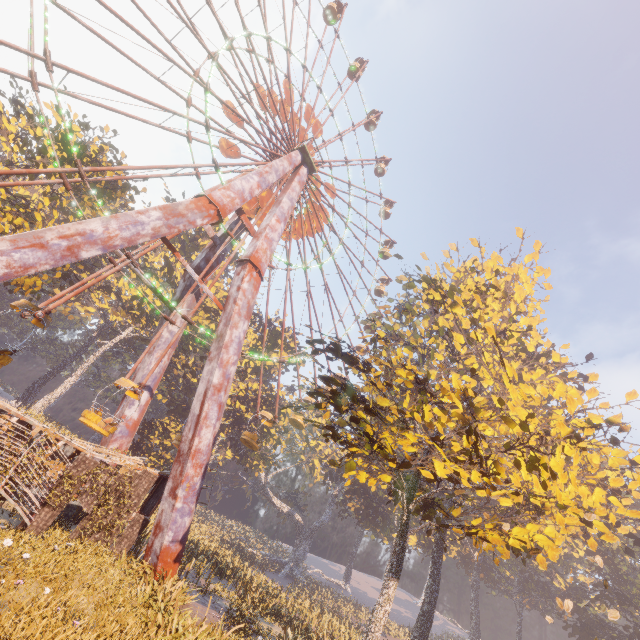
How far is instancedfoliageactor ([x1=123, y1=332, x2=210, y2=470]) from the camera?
34.0m

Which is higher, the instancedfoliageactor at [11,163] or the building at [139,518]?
the instancedfoliageactor at [11,163]

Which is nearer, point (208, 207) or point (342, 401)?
point (342, 401)

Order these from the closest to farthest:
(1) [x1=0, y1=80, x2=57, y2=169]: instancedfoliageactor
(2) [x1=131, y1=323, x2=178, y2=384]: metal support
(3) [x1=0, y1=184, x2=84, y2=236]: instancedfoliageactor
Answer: (3) [x1=0, y1=184, x2=84, y2=236]: instancedfoliageactor < (1) [x1=0, y1=80, x2=57, y2=169]: instancedfoliageactor < (2) [x1=131, y1=323, x2=178, y2=384]: metal support

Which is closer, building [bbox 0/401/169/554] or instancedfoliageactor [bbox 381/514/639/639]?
building [bbox 0/401/169/554]

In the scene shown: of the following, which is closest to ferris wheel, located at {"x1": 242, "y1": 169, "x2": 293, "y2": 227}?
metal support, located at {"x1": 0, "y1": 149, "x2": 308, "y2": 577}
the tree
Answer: metal support, located at {"x1": 0, "y1": 149, "x2": 308, "y2": 577}

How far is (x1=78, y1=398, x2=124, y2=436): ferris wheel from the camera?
15.2 meters

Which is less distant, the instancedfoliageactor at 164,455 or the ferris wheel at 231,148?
the ferris wheel at 231,148
